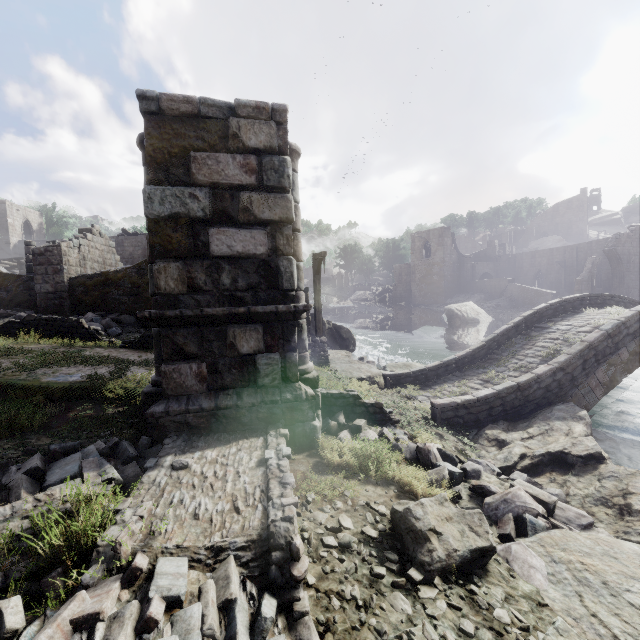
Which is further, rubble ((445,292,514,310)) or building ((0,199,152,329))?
rubble ((445,292,514,310))

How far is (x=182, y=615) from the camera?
2.6 meters

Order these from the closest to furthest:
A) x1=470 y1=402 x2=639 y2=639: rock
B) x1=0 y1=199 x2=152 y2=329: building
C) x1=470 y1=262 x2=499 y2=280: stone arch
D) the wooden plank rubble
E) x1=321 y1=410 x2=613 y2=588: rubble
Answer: x1=470 y1=402 x2=639 y2=639: rock
x1=321 y1=410 x2=613 y2=588: rubble
x1=0 y1=199 x2=152 y2=329: building
the wooden plank rubble
x1=470 y1=262 x2=499 y2=280: stone arch

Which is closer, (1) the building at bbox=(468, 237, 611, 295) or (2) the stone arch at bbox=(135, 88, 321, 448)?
(2) the stone arch at bbox=(135, 88, 321, 448)

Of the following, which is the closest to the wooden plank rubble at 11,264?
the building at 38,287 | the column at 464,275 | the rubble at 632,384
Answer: the building at 38,287

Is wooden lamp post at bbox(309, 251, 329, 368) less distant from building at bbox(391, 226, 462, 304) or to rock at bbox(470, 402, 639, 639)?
rock at bbox(470, 402, 639, 639)

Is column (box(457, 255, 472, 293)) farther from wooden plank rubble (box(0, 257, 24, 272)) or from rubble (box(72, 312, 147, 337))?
wooden plank rubble (box(0, 257, 24, 272))

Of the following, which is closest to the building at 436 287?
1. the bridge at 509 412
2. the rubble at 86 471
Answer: the rubble at 86 471
